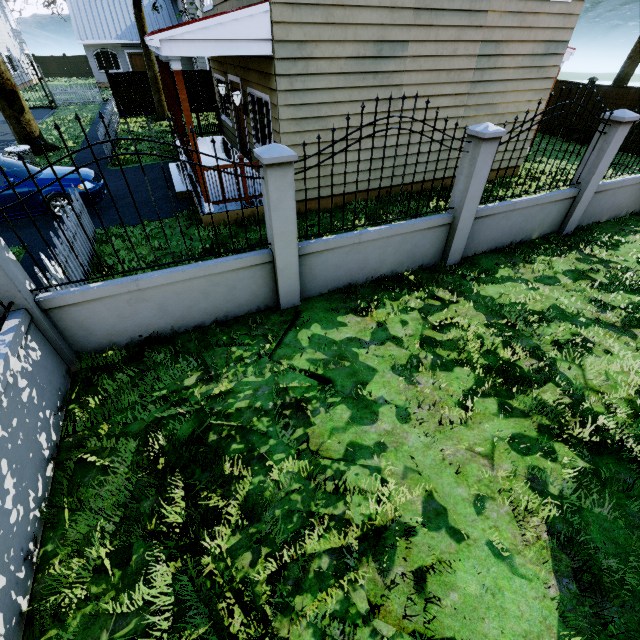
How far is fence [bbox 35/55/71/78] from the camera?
36.4m

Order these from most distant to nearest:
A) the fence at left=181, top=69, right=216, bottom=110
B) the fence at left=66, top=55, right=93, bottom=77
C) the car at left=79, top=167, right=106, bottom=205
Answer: the fence at left=66, top=55, right=93, bottom=77
the fence at left=181, top=69, right=216, bottom=110
the car at left=79, top=167, right=106, bottom=205

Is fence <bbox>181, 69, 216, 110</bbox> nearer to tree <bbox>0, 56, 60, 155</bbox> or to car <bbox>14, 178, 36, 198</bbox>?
tree <bbox>0, 56, 60, 155</bbox>

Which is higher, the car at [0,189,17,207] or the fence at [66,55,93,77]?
the fence at [66,55,93,77]

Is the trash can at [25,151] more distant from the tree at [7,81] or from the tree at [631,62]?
the tree at [631,62]

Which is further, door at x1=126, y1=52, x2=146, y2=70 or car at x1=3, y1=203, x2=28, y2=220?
door at x1=126, y1=52, x2=146, y2=70

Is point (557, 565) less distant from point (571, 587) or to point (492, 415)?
point (571, 587)

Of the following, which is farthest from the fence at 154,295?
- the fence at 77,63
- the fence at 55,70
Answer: the fence at 55,70
